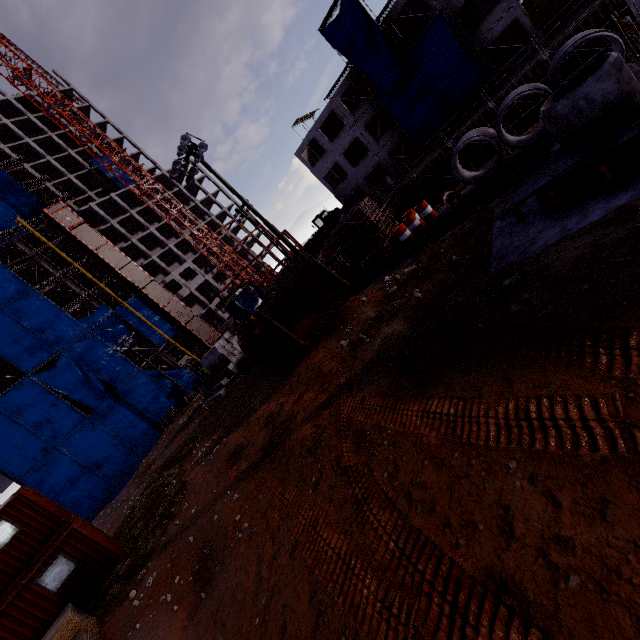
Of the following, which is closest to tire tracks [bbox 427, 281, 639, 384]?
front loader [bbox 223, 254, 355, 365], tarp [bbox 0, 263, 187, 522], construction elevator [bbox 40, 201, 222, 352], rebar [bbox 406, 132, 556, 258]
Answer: front loader [bbox 223, 254, 355, 365]

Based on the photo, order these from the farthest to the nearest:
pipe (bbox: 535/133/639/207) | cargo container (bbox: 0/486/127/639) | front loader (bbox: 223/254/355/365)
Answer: front loader (bbox: 223/254/355/365)
cargo container (bbox: 0/486/127/639)
pipe (bbox: 535/133/639/207)

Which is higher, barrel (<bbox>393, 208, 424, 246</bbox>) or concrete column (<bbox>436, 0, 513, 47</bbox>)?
concrete column (<bbox>436, 0, 513, 47</bbox>)

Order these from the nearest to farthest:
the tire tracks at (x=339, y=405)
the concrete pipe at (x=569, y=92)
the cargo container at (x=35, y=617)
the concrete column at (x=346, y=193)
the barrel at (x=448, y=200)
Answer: the tire tracks at (x=339, y=405)
the concrete pipe at (x=569, y=92)
the cargo container at (x=35, y=617)
the barrel at (x=448, y=200)
the concrete column at (x=346, y=193)

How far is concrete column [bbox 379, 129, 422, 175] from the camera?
35.9m

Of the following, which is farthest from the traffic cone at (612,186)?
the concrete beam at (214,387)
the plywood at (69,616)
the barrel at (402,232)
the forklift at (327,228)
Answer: the forklift at (327,228)

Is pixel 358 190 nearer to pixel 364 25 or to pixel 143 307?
pixel 364 25

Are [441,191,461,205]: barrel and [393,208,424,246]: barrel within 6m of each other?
yes
